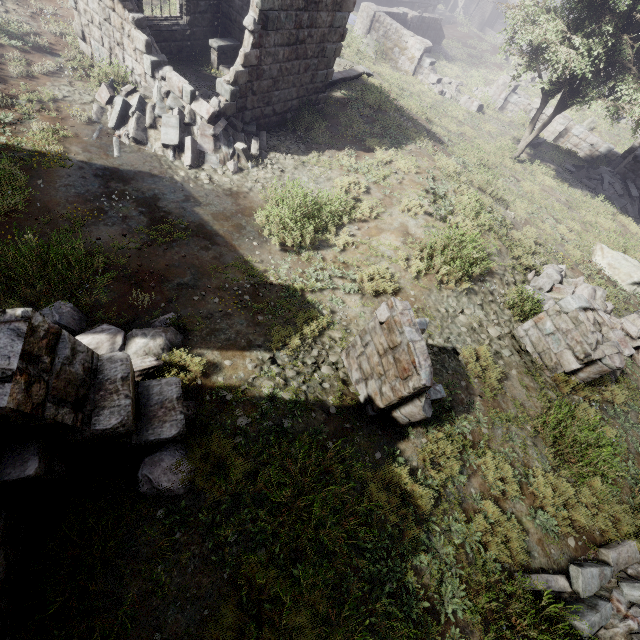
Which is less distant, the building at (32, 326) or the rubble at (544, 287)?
the building at (32, 326)

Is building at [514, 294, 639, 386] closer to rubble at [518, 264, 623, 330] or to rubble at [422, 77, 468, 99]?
rubble at [518, 264, 623, 330]

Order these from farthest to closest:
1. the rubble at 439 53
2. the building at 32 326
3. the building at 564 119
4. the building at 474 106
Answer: the rubble at 439 53 < the building at 474 106 < the building at 564 119 < the building at 32 326

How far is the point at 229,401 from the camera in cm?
501

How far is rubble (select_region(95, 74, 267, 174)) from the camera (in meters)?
8.74

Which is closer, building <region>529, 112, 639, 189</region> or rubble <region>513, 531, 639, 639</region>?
rubble <region>513, 531, 639, 639</region>

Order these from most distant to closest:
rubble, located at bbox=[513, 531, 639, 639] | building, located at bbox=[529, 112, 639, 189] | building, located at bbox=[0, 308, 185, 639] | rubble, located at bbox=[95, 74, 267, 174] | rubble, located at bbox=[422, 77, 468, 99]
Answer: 1. rubble, located at bbox=[422, 77, 468, 99]
2. building, located at bbox=[529, 112, 639, 189]
3. rubble, located at bbox=[95, 74, 267, 174]
4. rubble, located at bbox=[513, 531, 639, 639]
5. building, located at bbox=[0, 308, 185, 639]

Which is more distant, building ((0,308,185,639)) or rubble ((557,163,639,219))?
rubble ((557,163,639,219))
